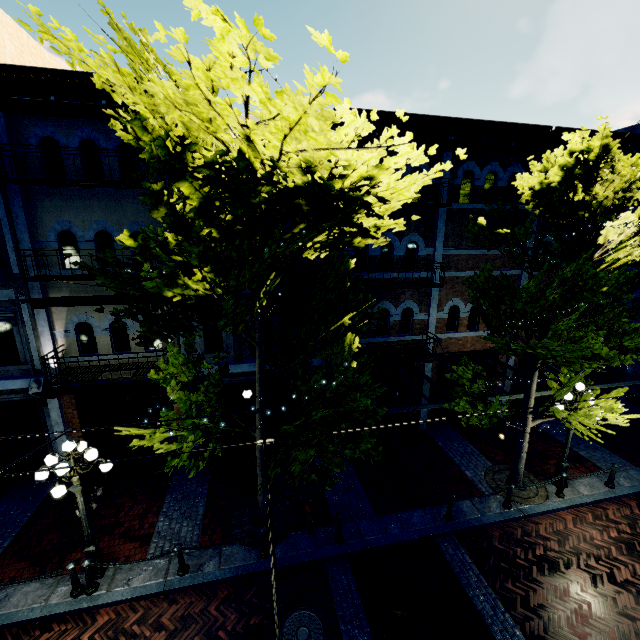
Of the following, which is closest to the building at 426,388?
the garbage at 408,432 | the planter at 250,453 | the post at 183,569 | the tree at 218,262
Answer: the tree at 218,262

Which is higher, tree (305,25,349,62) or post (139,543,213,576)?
tree (305,25,349,62)

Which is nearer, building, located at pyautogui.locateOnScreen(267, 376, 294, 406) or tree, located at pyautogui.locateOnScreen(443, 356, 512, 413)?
tree, located at pyautogui.locateOnScreen(443, 356, 512, 413)

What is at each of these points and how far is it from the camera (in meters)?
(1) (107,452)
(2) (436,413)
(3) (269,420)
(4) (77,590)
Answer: (1) building, 11.20
(2) building, 14.23
(3) building, 12.22
(4) post, 7.37

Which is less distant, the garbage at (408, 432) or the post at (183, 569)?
the post at (183, 569)

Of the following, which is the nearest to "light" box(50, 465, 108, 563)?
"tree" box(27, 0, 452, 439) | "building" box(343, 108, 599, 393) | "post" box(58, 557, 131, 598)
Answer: "post" box(58, 557, 131, 598)

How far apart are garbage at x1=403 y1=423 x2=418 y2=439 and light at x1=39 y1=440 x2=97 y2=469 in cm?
1000
